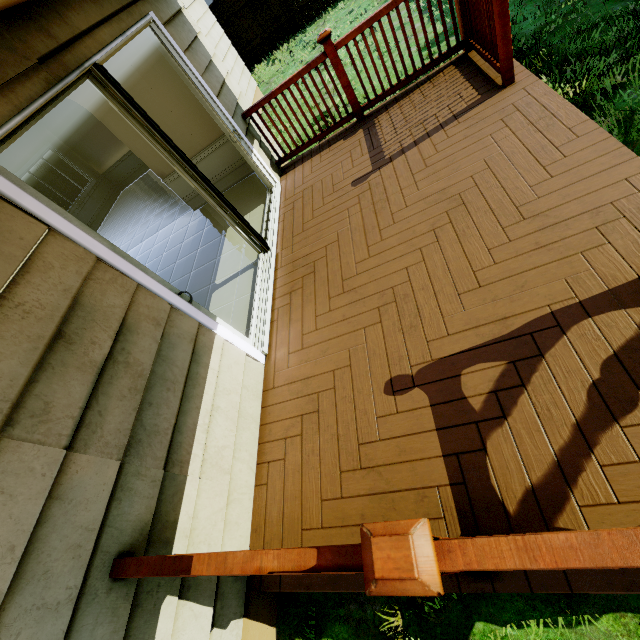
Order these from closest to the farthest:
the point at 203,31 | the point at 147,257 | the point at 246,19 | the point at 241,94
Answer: the point at 241,94 → the point at 147,257 → the point at 203,31 → the point at 246,19

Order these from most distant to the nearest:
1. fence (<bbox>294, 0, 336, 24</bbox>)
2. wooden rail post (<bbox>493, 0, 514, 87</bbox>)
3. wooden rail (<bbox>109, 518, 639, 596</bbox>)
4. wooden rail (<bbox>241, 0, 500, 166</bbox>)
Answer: fence (<bbox>294, 0, 336, 24</bbox>) → wooden rail (<bbox>241, 0, 500, 166</bbox>) → wooden rail post (<bbox>493, 0, 514, 87</bbox>) → wooden rail (<bbox>109, 518, 639, 596</bbox>)

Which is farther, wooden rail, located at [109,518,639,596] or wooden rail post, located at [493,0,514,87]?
wooden rail post, located at [493,0,514,87]

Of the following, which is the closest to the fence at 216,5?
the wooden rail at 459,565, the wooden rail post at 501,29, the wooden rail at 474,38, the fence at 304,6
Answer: the fence at 304,6

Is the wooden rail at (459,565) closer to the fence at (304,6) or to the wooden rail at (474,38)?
the wooden rail at (474,38)

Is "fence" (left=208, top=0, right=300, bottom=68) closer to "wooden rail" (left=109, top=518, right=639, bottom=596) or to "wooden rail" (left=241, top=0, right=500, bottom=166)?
"wooden rail" (left=241, top=0, right=500, bottom=166)

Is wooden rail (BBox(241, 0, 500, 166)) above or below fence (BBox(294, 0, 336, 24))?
above

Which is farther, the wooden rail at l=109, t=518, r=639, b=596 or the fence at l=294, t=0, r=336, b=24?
the fence at l=294, t=0, r=336, b=24
